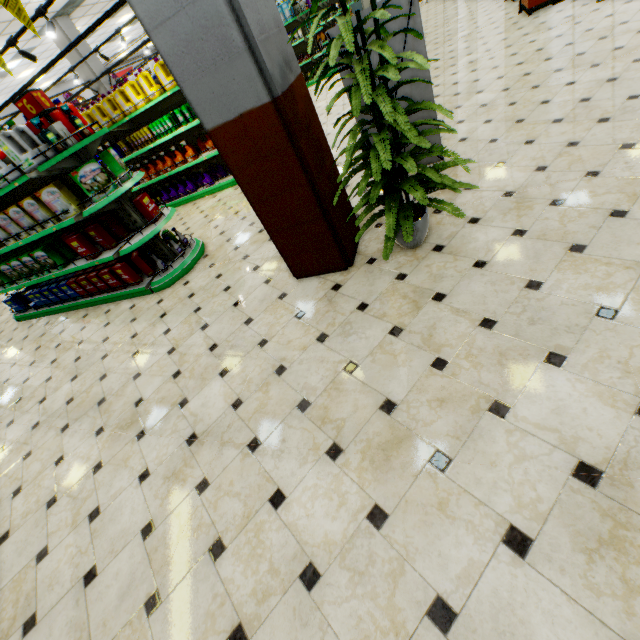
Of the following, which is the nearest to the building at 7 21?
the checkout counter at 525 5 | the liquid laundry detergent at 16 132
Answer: the checkout counter at 525 5

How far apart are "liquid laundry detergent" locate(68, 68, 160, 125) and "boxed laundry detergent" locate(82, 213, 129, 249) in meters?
3.3 m

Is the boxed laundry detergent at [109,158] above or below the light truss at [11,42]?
below

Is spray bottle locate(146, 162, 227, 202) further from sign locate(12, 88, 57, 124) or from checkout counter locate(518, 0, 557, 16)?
checkout counter locate(518, 0, 557, 16)

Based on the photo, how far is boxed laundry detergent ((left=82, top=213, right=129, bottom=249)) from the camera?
4.43m

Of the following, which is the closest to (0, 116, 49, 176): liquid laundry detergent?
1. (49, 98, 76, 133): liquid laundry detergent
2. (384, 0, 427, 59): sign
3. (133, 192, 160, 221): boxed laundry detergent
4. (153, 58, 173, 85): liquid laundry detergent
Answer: (49, 98, 76, 133): liquid laundry detergent

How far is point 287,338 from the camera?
2.9m

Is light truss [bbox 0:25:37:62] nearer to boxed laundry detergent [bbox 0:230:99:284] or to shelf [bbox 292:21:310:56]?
boxed laundry detergent [bbox 0:230:99:284]
